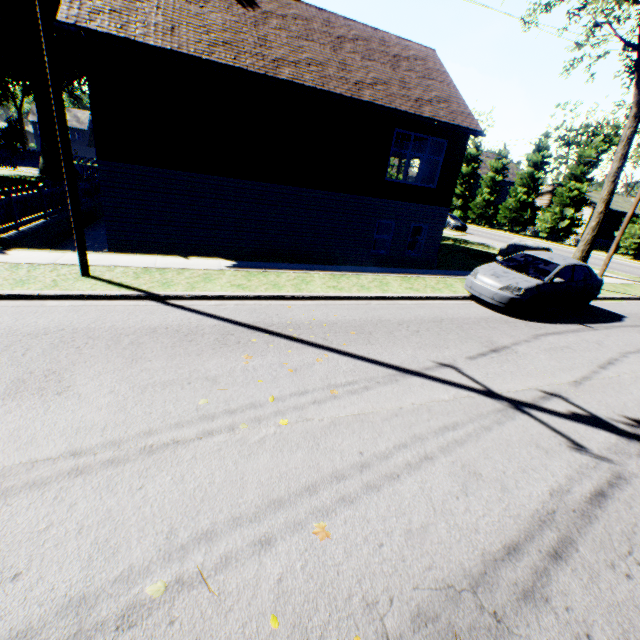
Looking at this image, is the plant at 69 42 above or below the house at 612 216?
above

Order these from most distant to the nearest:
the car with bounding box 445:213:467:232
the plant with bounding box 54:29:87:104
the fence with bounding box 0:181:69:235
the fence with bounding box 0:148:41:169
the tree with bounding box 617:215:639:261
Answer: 1. the car with bounding box 445:213:467:232
2. the fence with bounding box 0:148:41:169
3. the tree with bounding box 617:215:639:261
4. the plant with bounding box 54:29:87:104
5. the fence with bounding box 0:181:69:235

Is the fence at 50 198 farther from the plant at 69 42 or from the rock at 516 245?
the rock at 516 245

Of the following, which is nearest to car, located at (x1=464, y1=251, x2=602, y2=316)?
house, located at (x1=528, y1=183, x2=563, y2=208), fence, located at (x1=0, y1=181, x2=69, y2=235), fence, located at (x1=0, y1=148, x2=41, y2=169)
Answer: fence, located at (x1=0, y1=181, x2=69, y2=235)

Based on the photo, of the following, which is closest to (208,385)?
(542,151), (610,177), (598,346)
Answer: (598,346)

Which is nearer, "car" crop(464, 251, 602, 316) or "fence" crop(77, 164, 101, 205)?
"car" crop(464, 251, 602, 316)

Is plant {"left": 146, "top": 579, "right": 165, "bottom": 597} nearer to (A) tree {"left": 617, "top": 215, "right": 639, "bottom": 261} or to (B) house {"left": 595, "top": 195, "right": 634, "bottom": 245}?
(A) tree {"left": 617, "top": 215, "right": 639, "bottom": 261}

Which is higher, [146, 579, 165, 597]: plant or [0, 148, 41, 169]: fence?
[0, 148, 41, 169]: fence
